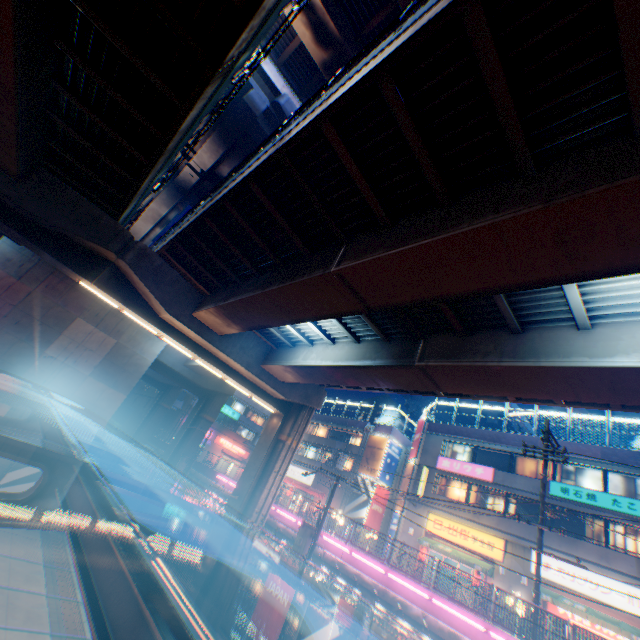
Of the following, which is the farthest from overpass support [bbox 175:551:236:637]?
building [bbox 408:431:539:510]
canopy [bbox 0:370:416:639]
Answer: building [bbox 408:431:539:510]

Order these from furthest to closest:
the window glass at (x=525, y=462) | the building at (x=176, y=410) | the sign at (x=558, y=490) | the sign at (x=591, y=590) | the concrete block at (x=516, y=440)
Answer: the building at (x=176, y=410), the concrete block at (x=516, y=440), the window glass at (x=525, y=462), the sign at (x=558, y=490), the sign at (x=591, y=590)

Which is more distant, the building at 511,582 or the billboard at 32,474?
the building at 511,582

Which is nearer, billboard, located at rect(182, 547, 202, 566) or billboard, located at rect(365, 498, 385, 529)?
billboard, located at rect(182, 547, 202, 566)

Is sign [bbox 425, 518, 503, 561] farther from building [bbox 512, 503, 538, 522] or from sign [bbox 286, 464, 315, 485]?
sign [bbox 286, 464, 315, 485]

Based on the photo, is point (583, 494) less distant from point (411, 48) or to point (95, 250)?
point (411, 48)

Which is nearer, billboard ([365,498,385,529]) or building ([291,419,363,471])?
billboard ([365,498,385,529])

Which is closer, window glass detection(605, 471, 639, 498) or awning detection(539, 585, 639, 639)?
awning detection(539, 585, 639, 639)
